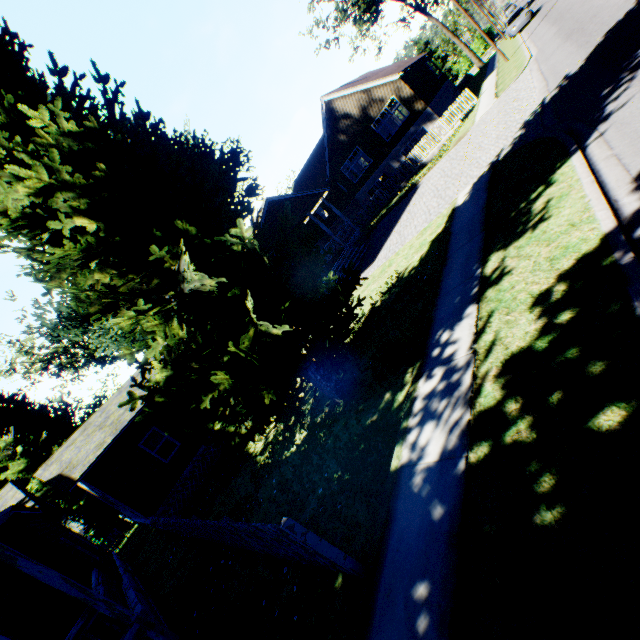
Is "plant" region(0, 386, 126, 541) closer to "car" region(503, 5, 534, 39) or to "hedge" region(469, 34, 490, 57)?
"car" region(503, 5, 534, 39)

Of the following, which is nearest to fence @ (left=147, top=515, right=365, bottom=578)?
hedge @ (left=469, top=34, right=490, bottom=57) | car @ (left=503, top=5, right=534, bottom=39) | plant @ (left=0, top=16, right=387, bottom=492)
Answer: plant @ (left=0, top=16, right=387, bottom=492)

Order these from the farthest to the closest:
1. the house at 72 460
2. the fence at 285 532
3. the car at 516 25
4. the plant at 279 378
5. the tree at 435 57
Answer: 1. the tree at 435 57
2. the car at 516 25
3. the house at 72 460
4. the plant at 279 378
5. the fence at 285 532

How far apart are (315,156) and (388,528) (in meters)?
44.81

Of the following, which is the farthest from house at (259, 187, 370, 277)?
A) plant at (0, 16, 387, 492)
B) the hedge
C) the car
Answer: the hedge

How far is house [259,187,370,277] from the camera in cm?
1870

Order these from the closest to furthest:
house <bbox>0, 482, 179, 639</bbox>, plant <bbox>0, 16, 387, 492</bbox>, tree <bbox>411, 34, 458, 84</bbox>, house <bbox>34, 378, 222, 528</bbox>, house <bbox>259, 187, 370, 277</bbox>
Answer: plant <bbox>0, 16, 387, 492</bbox> < house <bbox>0, 482, 179, 639</bbox> < house <bbox>34, 378, 222, 528</bbox> < house <bbox>259, 187, 370, 277</bbox> < tree <bbox>411, 34, 458, 84</bbox>

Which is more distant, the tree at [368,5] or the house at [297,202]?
the tree at [368,5]
